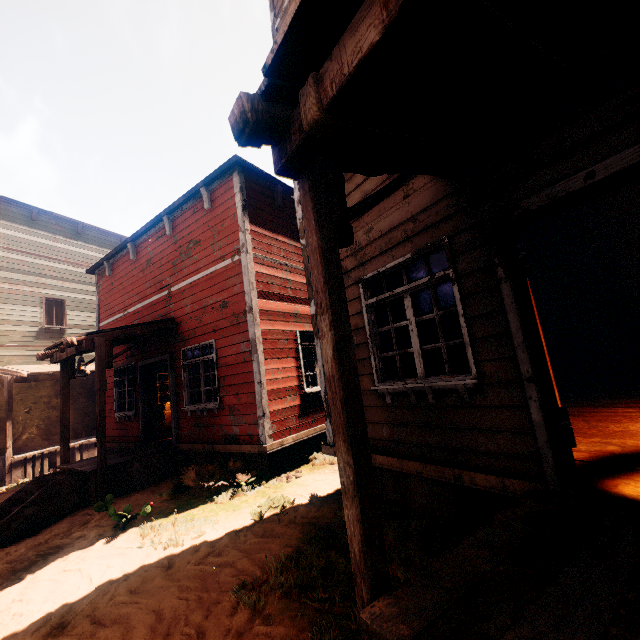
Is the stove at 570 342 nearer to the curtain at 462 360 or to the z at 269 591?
the z at 269 591

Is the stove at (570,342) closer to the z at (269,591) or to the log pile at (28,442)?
the z at (269,591)

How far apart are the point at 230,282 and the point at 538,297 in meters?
9.0 m

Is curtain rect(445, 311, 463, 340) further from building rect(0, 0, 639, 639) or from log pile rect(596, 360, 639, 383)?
log pile rect(596, 360, 639, 383)

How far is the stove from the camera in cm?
833

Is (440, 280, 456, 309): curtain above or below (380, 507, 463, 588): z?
above

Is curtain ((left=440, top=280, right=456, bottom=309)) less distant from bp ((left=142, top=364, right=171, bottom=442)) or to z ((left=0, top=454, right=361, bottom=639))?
z ((left=0, top=454, right=361, bottom=639))

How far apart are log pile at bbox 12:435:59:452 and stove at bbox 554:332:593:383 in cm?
1759
